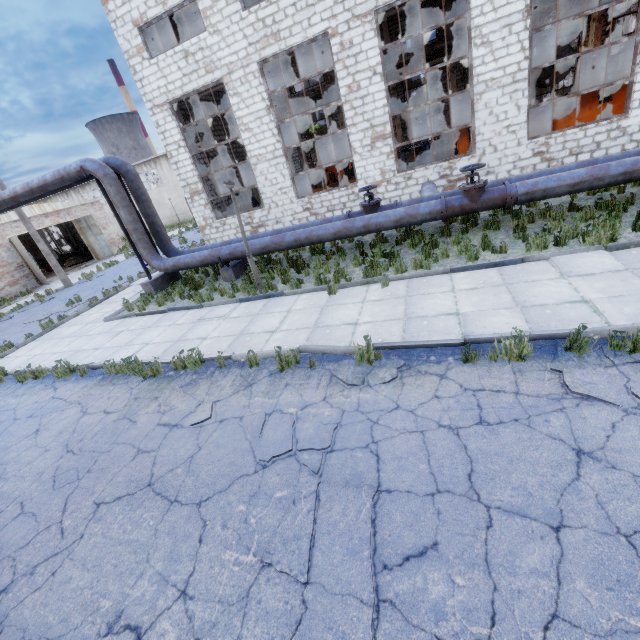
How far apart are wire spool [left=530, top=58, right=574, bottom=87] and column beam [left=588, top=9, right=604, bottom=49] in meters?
11.6

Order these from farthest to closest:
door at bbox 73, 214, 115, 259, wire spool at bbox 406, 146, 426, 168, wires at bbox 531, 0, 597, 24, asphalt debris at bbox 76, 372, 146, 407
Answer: door at bbox 73, 214, 115, 259 < wires at bbox 531, 0, 597, 24 < wire spool at bbox 406, 146, 426, 168 < asphalt debris at bbox 76, 372, 146, 407

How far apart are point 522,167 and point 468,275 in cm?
743

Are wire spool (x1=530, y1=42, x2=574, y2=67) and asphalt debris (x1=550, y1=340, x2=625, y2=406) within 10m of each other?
no

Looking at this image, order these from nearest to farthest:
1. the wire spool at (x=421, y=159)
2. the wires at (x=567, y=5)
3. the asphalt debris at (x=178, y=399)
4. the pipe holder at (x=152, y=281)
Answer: the asphalt debris at (x=178, y=399) < the pipe holder at (x=152, y=281) < the wire spool at (x=421, y=159) < the wires at (x=567, y=5)

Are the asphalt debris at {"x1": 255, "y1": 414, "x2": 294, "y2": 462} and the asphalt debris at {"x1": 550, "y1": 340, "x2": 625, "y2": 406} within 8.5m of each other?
yes

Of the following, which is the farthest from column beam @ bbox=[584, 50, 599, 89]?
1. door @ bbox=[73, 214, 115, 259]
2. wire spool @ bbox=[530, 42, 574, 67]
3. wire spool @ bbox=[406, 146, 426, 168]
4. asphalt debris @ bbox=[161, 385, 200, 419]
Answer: door @ bbox=[73, 214, 115, 259]

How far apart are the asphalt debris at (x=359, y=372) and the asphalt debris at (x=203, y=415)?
2.1m
